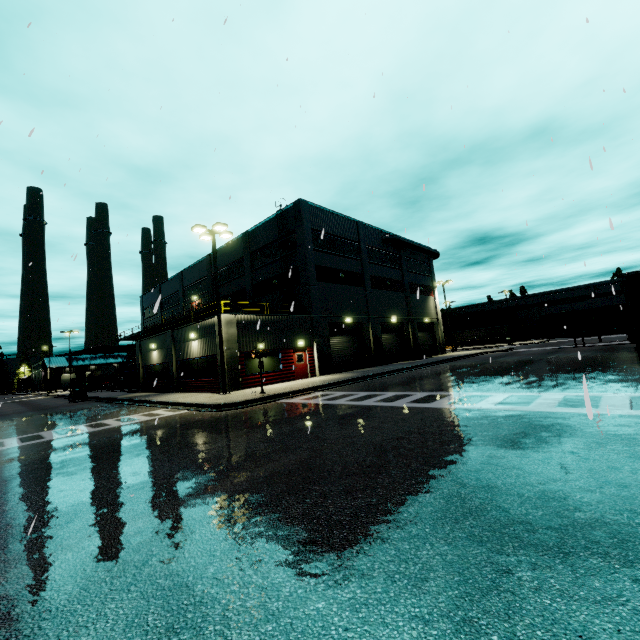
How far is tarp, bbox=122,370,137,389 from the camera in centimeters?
3222cm

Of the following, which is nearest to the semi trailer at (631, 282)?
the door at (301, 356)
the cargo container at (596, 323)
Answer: the cargo container at (596, 323)

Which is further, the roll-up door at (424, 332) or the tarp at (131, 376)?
the roll-up door at (424, 332)

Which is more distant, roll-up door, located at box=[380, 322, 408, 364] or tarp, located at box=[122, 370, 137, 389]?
roll-up door, located at box=[380, 322, 408, 364]

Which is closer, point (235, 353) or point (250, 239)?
point (235, 353)

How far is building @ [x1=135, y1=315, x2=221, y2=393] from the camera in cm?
2139

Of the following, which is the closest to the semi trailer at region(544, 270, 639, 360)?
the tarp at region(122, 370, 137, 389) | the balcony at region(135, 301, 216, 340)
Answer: the balcony at region(135, 301, 216, 340)

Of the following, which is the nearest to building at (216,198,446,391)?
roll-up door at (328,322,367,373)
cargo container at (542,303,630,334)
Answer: roll-up door at (328,322,367,373)
